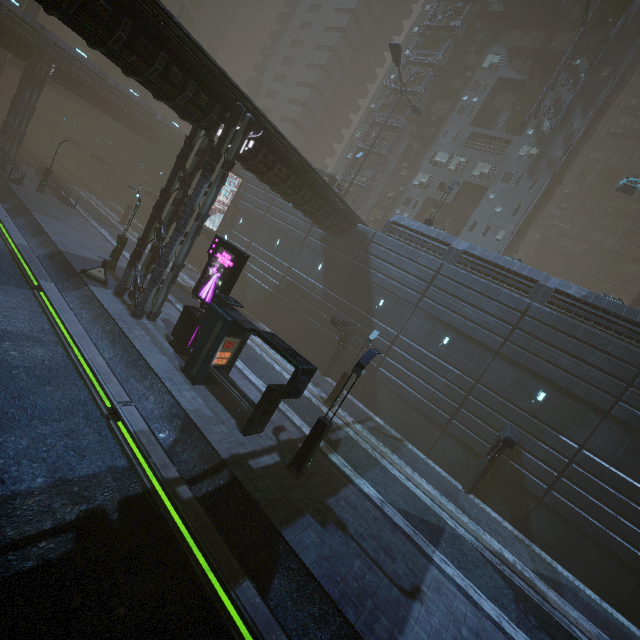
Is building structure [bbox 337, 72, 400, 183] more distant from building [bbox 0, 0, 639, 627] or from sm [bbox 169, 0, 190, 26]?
sm [bbox 169, 0, 190, 26]

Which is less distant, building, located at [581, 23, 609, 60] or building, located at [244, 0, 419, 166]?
building, located at [581, 23, 609, 60]

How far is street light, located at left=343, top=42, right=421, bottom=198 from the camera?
26.5 meters

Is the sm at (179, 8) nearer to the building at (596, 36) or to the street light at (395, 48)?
the building at (596, 36)

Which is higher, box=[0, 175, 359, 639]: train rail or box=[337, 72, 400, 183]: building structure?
box=[337, 72, 400, 183]: building structure

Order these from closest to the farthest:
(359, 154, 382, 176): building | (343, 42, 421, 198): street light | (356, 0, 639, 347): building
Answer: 1. (356, 0, 639, 347): building
2. (343, 42, 421, 198): street light
3. (359, 154, 382, 176): building

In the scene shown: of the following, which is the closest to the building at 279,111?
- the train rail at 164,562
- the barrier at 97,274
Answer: the train rail at 164,562

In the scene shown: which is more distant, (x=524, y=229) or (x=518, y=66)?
(x=524, y=229)
